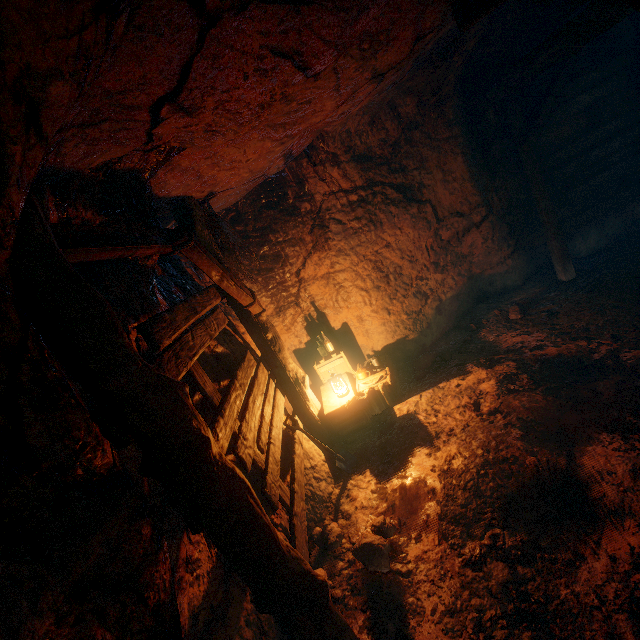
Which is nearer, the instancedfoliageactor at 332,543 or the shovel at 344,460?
the instancedfoliageactor at 332,543

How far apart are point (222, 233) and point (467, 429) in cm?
443

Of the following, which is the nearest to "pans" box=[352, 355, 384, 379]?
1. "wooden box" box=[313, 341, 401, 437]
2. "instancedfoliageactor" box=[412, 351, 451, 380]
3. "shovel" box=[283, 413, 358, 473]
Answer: "wooden box" box=[313, 341, 401, 437]

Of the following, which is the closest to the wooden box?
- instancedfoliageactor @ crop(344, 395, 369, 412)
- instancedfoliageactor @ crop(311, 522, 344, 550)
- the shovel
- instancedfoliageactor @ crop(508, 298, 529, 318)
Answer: instancedfoliageactor @ crop(344, 395, 369, 412)

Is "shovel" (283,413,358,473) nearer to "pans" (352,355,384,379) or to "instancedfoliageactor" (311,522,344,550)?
"instancedfoliageactor" (311,522,344,550)

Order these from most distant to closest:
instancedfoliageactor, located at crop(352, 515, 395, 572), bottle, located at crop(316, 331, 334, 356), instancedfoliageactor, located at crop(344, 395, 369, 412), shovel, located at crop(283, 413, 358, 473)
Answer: bottle, located at crop(316, 331, 334, 356)
instancedfoliageactor, located at crop(344, 395, 369, 412)
shovel, located at crop(283, 413, 358, 473)
instancedfoliageactor, located at crop(352, 515, 395, 572)

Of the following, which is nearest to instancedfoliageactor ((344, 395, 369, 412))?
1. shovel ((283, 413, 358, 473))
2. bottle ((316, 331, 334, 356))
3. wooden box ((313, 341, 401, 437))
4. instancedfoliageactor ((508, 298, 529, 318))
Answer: wooden box ((313, 341, 401, 437))

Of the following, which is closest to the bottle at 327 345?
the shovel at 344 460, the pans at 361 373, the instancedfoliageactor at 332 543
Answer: the pans at 361 373
